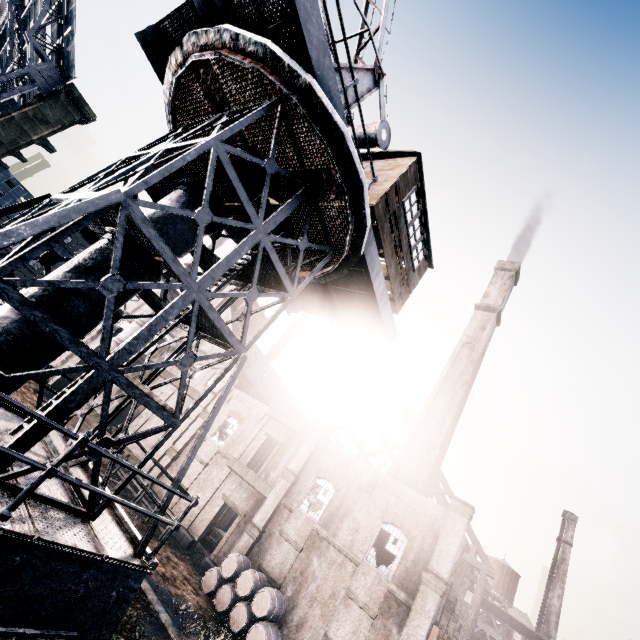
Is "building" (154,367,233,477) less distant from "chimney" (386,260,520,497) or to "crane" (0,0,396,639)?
"chimney" (386,260,520,497)

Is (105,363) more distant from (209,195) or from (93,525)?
(209,195)

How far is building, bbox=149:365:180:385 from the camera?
40.6 meters

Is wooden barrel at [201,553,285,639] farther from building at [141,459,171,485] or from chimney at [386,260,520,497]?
chimney at [386,260,520,497]

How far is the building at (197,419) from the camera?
31.12m

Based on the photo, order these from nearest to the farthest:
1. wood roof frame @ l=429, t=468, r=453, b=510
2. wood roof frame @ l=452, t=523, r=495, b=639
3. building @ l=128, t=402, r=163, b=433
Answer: wood roof frame @ l=452, t=523, r=495, b=639
wood roof frame @ l=429, t=468, r=453, b=510
building @ l=128, t=402, r=163, b=433

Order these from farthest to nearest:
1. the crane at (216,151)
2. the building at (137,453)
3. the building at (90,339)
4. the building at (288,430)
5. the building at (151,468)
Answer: the building at (90,339), the building at (137,453), the building at (151,468), the building at (288,430), the crane at (216,151)

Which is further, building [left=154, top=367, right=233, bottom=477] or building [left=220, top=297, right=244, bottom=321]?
building [left=220, top=297, right=244, bottom=321]
